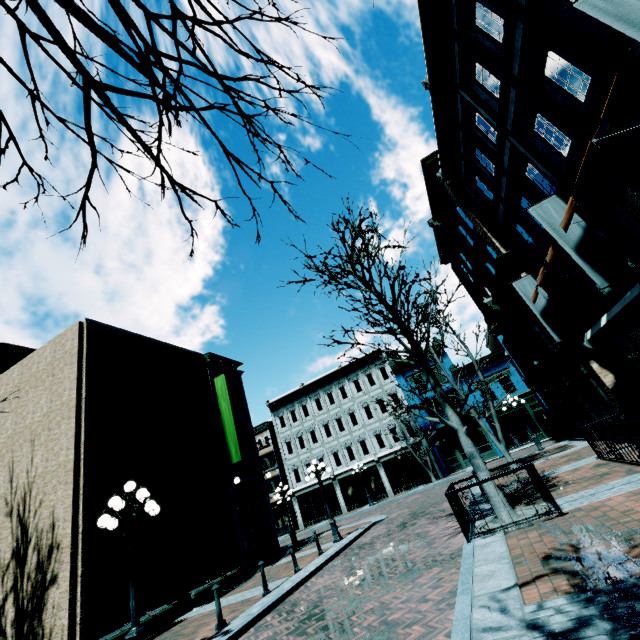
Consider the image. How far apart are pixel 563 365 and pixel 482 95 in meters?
11.9

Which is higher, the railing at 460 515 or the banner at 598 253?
the banner at 598 253

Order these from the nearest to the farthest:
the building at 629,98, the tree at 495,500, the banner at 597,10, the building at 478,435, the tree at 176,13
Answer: the tree at 176,13
the banner at 597,10
the building at 629,98
the tree at 495,500
the building at 478,435

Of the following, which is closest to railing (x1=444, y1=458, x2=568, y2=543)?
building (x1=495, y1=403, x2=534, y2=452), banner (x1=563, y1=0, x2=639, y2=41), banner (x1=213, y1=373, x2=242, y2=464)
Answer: banner (x1=563, y1=0, x2=639, y2=41)

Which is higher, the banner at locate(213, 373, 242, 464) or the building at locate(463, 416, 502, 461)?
the banner at locate(213, 373, 242, 464)

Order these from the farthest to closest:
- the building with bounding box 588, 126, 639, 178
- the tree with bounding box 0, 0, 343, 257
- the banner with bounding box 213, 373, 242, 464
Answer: the banner with bounding box 213, 373, 242, 464, the building with bounding box 588, 126, 639, 178, the tree with bounding box 0, 0, 343, 257

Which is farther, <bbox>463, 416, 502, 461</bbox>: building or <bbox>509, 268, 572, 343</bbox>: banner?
<bbox>463, 416, 502, 461</bbox>: building

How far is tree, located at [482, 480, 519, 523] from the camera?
7.5m
